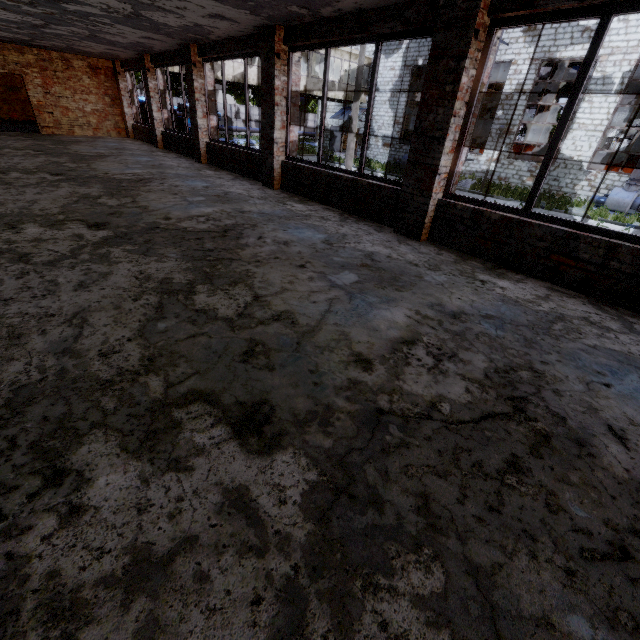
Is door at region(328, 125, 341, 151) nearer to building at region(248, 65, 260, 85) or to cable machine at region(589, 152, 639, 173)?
building at region(248, 65, 260, 85)

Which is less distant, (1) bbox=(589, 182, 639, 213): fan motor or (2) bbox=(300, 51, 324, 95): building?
(1) bbox=(589, 182, 639, 213): fan motor

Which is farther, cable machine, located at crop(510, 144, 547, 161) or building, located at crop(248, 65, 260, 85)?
cable machine, located at crop(510, 144, 547, 161)

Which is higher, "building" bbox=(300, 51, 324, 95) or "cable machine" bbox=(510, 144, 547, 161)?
"building" bbox=(300, 51, 324, 95)

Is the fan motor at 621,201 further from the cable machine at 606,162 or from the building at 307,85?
the building at 307,85

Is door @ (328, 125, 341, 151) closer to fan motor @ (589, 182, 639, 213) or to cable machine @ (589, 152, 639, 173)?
cable machine @ (589, 152, 639, 173)

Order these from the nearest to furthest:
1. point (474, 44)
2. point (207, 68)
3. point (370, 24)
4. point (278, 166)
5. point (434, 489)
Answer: point (434, 489)
point (474, 44)
point (370, 24)
point (278, 166)
point (207, 68)

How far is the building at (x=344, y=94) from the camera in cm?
2424
